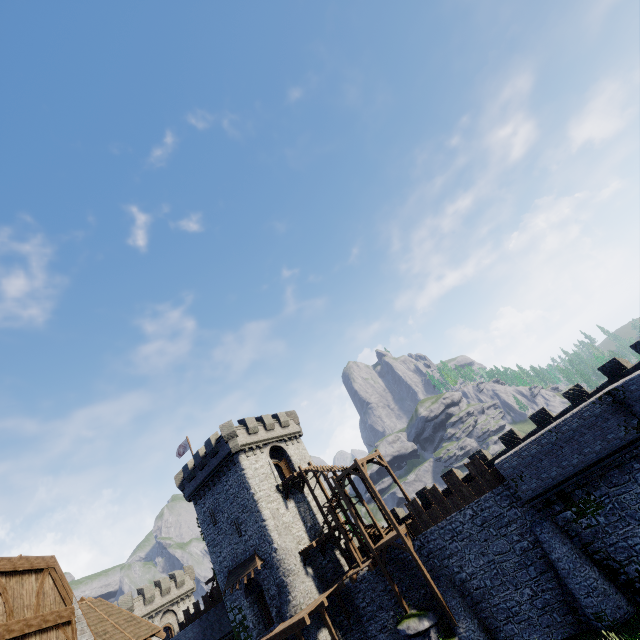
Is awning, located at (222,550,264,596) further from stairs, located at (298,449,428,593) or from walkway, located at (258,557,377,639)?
stairs, located at (298,449,428,593)

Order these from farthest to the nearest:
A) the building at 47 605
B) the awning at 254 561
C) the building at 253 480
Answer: the building at 253 480, the awning at 254 561, the building at 47 605

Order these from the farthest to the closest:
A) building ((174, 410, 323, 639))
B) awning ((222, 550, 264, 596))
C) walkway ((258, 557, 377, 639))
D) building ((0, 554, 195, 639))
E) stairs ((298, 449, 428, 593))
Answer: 1. building ((174, 410, 323, 639))
2. awning ((222, 550, 264, 596))
3. stairs ((298, 449, 428, 593))
4. walkway ((258, 557, 377, 639))
5. building ((0, 554, 195, 639))

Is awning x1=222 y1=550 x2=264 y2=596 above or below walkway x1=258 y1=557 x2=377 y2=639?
above

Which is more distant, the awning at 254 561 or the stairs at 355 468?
the awning at 254 561

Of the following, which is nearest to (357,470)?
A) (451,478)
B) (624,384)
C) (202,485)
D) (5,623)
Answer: (451,478)

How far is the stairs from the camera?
24.3m

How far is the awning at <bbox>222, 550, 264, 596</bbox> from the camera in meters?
28.5 m
